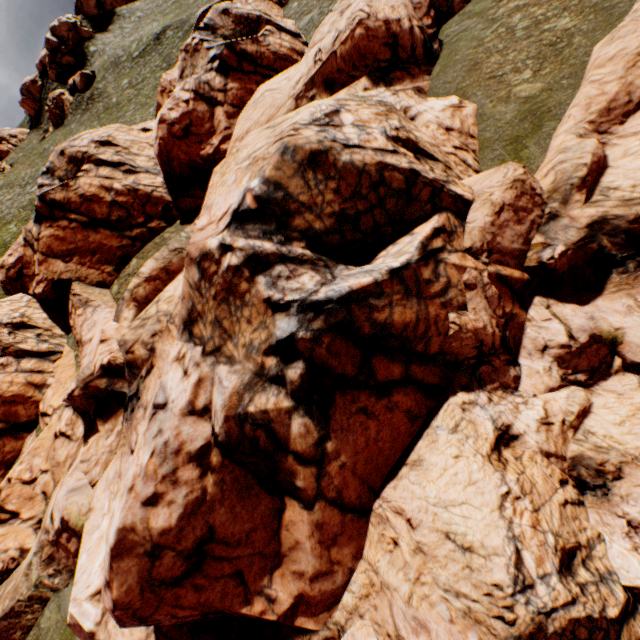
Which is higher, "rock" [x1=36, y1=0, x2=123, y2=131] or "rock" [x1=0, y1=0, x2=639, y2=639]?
"rock" [x1=36, y1=0, x2=123, y2=131]

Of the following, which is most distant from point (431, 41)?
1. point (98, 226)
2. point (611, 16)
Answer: point (98, 226)

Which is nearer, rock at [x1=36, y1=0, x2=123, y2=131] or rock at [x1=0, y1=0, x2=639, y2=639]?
rock at [x1=0, y1=0, x2=639, y2=639]

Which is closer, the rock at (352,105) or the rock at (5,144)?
the rock at (352,105)
